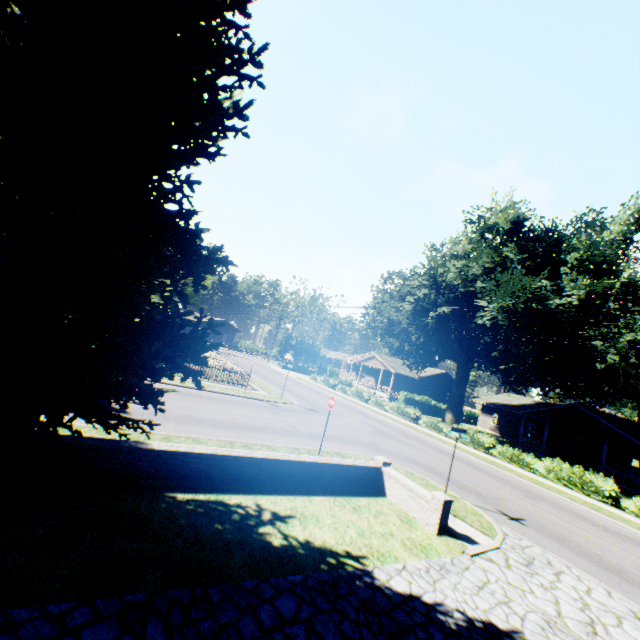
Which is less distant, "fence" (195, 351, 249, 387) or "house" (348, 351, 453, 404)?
"fence" (195, 351, 249, 387)

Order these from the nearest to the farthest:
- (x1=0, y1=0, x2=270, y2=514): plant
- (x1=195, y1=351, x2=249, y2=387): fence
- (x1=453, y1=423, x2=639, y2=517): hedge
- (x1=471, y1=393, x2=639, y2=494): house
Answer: (x1=0, y1=0, x2=270, y2=514): plant
(x1=453, y1=423, x2=639, y2=517): hedge
(x1=195, y1=351, x2=249, y2=387): fence
(x1=471, y1=393, x2=639, y2=494): house

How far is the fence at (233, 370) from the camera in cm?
2320

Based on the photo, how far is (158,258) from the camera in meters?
5.7

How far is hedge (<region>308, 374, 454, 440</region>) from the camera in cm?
2847

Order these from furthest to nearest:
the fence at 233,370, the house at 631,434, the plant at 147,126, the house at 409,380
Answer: the house at 409,380 < the house at 631,434 < the fence at 233,370 < the plant at 147,126

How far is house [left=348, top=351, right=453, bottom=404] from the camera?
47.1 meters

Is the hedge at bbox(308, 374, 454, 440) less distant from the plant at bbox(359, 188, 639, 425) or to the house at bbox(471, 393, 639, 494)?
the plant at bbox(359, 188, 639, 425)
